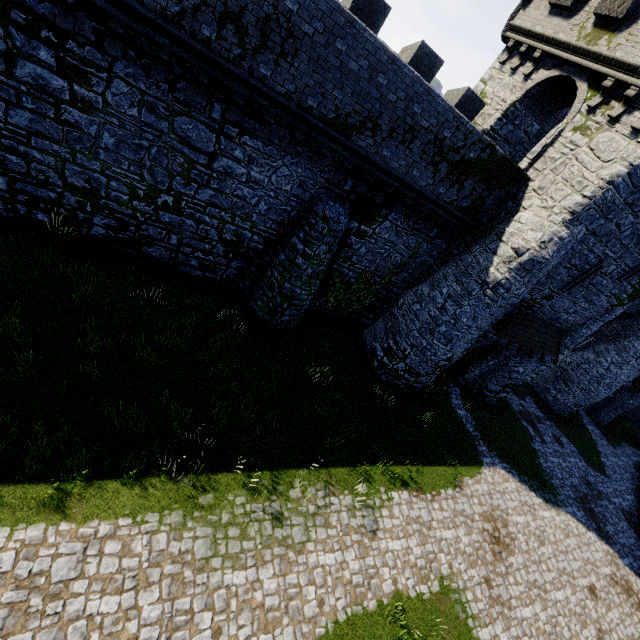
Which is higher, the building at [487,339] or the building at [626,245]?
the building at [626,245]

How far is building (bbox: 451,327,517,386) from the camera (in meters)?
16.80

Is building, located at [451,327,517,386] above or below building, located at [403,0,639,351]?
below

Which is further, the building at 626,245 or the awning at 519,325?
the awning at 519,325

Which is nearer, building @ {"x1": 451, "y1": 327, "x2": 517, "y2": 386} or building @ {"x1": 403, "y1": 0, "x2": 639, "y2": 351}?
building @ {"x1": 403, "y1": 0, "x2": 639, "y2": 351}

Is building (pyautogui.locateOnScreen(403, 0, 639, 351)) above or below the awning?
above

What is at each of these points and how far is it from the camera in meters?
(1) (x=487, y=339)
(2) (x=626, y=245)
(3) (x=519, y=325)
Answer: (1) building, 16.9
(2) building, 13.1
(3) awning, 15.3

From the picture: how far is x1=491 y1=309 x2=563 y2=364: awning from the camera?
15.0 meters
